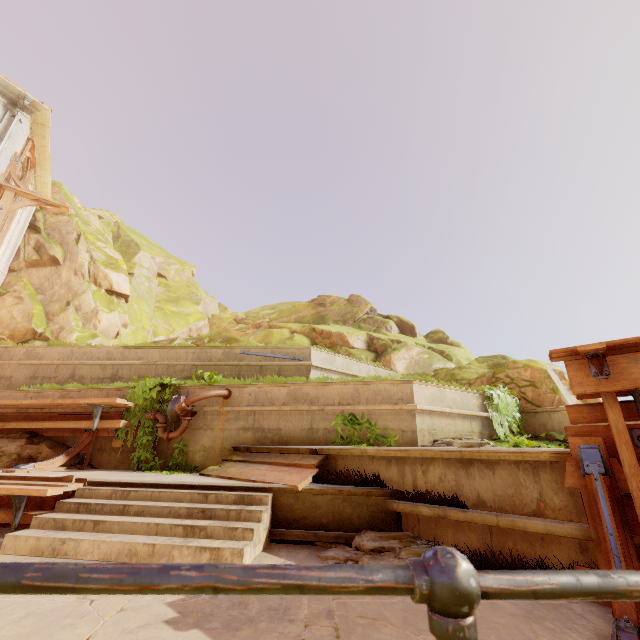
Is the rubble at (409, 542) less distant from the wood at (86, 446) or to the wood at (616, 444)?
the wood at (616, 444)

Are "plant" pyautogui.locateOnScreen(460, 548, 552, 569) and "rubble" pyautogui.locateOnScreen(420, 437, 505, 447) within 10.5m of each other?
yes

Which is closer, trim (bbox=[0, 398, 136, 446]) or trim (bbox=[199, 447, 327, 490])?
trim (bbox=[199, 447, 327, 490])

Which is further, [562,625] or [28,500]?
[28,500]

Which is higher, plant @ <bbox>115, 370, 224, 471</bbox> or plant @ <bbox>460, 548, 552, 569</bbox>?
plant @ <bbox>115, 370, 224, 471</bbox>

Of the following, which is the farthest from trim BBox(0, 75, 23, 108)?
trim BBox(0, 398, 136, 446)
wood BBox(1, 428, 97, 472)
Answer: wood BBox(1, 428, 97, 472)

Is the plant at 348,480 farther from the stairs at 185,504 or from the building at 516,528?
the stairs at 185,504

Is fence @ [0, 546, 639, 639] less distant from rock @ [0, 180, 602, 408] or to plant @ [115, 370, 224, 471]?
plant @ [115, 370, 224, 471]
